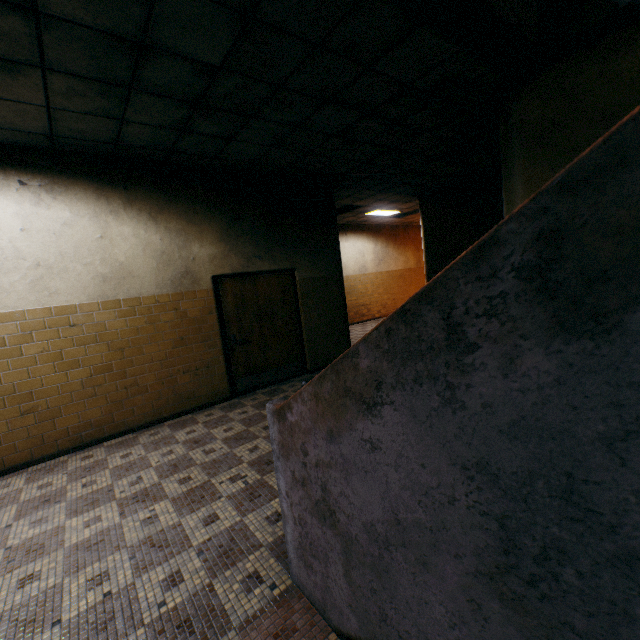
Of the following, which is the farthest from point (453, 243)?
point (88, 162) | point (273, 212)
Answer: point (88, 162)

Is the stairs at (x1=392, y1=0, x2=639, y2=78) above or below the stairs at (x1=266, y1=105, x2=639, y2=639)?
above

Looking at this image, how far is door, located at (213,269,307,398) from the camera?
5.72m

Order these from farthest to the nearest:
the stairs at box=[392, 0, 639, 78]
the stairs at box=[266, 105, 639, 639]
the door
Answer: the door < the stairs at box=[392, 0, 639, 78] < the stairs at box=[266, 105, 639, 639]

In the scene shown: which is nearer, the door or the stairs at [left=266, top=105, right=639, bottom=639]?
the stairs at [left=266, top=105, right=639, bottom=639]

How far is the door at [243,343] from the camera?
5.7m

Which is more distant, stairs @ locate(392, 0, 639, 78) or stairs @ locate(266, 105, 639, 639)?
stairs @ locate(392, 0, 639, 78)

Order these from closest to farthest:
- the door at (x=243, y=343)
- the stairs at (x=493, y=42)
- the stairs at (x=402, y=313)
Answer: the stairs at (x=402, y=313) → the stairs at (x=493, y=42) → the door at (x=243, y=343)
